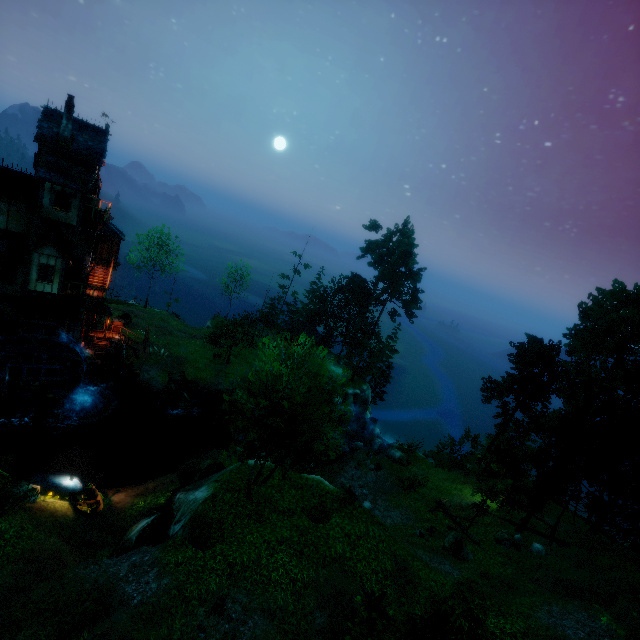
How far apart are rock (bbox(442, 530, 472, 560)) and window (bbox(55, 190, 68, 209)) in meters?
35.5 m

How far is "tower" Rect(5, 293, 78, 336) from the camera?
25.2 meters

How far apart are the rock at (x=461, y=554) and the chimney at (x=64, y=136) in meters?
38.7

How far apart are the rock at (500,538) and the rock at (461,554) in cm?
330

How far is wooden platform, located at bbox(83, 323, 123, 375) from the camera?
29.4 meters

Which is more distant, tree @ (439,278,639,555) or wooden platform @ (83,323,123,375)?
wooden platform @ (83,323,123,375)

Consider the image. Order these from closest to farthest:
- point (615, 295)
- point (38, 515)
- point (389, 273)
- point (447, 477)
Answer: point (38, 515) → point (615, 295) → point (447, 477) → point (389, 273)

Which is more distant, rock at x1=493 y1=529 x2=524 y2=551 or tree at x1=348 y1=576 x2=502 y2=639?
rock at x1=493 y1=529 x2=524 y2=551
